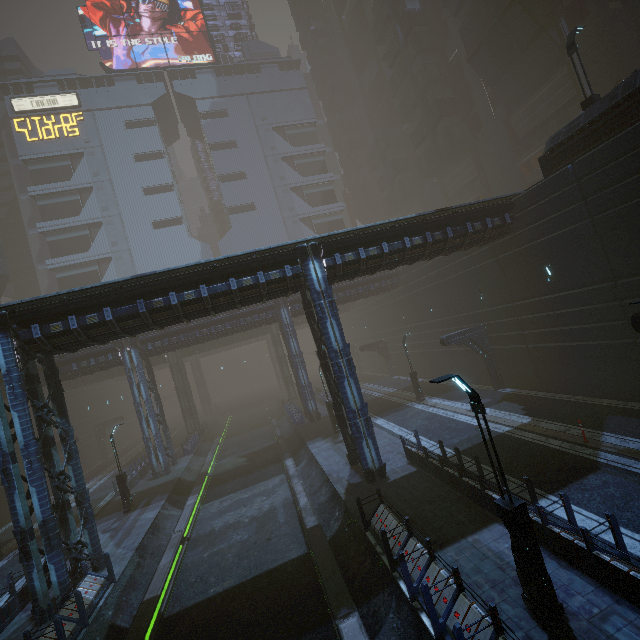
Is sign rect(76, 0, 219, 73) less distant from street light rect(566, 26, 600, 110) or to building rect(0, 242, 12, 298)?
building rect(0, 242, 12, 298)

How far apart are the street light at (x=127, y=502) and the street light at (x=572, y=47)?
32.71m

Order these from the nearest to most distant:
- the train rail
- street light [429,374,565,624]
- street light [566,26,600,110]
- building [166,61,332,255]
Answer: street light [429,374,565,624]
the train rail
street light [566,26,600,110]
building [166,61,332,255]

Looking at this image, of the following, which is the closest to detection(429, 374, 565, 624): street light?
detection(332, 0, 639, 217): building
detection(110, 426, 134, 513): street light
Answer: detection(332, 0, 639, 217): building

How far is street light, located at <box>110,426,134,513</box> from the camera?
20.97m

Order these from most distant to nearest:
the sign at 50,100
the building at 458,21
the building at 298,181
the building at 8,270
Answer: the building at 298,181, the sign at 50,100, the building at 8,270, the building at 458,21

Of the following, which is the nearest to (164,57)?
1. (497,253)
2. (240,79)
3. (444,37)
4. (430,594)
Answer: (240,79)

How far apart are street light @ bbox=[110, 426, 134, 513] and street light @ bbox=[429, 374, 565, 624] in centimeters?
2223cm
